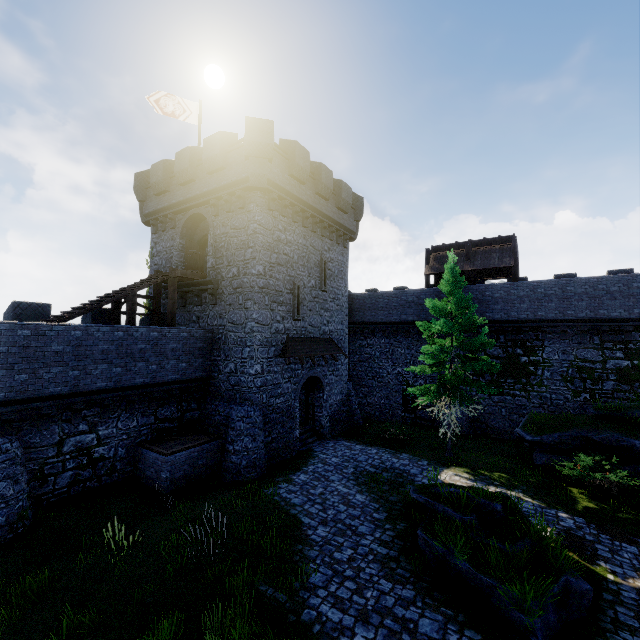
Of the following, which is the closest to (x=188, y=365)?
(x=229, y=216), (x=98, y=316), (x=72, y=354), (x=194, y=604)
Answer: (x=72, y=354)

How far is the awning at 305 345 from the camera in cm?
1720

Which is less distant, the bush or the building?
the bush

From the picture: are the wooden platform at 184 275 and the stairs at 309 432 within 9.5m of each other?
no

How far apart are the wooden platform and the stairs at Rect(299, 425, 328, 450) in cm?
1011

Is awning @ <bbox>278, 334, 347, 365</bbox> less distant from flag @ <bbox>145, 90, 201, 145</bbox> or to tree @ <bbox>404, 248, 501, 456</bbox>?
tree @ <bbox>404, 248, 501, 456</bbox>

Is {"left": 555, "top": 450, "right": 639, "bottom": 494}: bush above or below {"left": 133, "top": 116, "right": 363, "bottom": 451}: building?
below

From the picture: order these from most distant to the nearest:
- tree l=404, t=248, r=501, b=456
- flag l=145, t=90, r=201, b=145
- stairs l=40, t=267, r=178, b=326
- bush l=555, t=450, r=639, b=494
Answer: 1. flag l=145, t=90, r=201, b=145
2. tree l=404, t=248, r=501, b=456
3. stairs l=40, t=267, r=178, b=326
4. bush l=555, t=450, r=639, b=494
